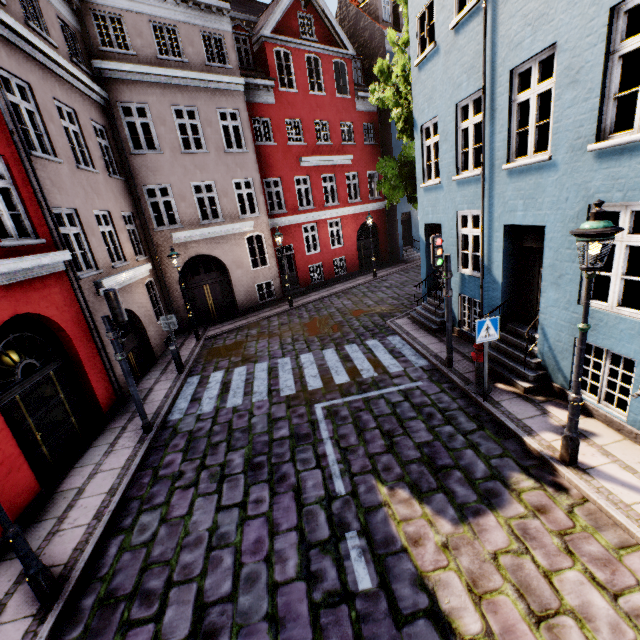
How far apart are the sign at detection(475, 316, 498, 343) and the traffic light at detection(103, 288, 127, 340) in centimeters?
729cm

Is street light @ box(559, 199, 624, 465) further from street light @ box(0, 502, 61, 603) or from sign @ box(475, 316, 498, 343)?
street light @ box(0, 502, 61, 603)

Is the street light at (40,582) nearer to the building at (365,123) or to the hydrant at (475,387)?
the building at (365,123)

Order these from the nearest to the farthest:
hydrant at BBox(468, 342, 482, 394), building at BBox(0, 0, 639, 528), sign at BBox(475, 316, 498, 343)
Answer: building at BBox(0, 0, 639, 528) < sign at BBox(475, 316, 498, 343) < hydrant at BBox(468, 342, 482, 394)

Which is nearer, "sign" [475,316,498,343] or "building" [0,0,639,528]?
"building" [0,0,639,528]

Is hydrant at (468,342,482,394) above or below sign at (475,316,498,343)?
below

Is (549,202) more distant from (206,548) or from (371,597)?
(206,548)

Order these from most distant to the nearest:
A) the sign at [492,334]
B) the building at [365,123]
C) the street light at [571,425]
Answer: the sign at [492,334] < the building at [365,123] < the street light at [571,425]
